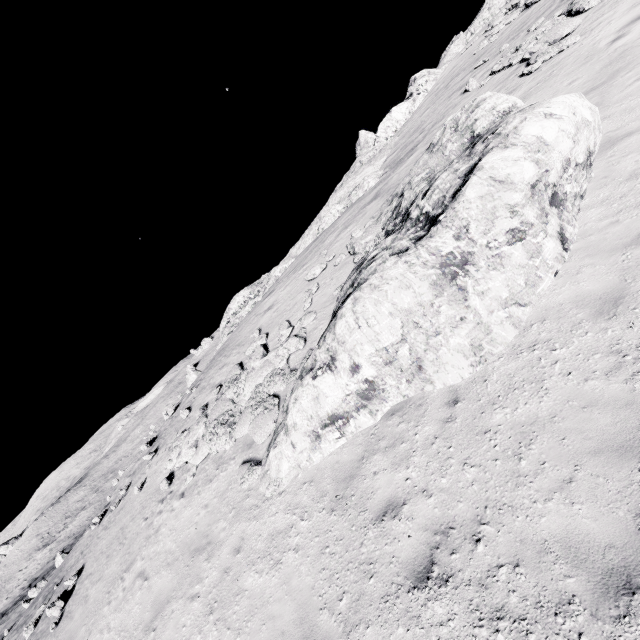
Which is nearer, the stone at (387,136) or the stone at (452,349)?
the stone at (452,349)

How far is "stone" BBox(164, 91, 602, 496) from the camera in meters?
6.5

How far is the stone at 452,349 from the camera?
6.5m

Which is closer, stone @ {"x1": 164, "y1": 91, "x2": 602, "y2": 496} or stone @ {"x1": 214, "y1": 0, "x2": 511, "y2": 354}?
stone @ {"x1": 164, "y1": 91, "x2": 602, "y2": 496}

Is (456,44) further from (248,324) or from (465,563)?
(465,563)

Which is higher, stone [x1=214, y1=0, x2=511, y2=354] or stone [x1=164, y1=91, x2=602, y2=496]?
stone [x1=214, y1=0, x2=511, y2=354]
